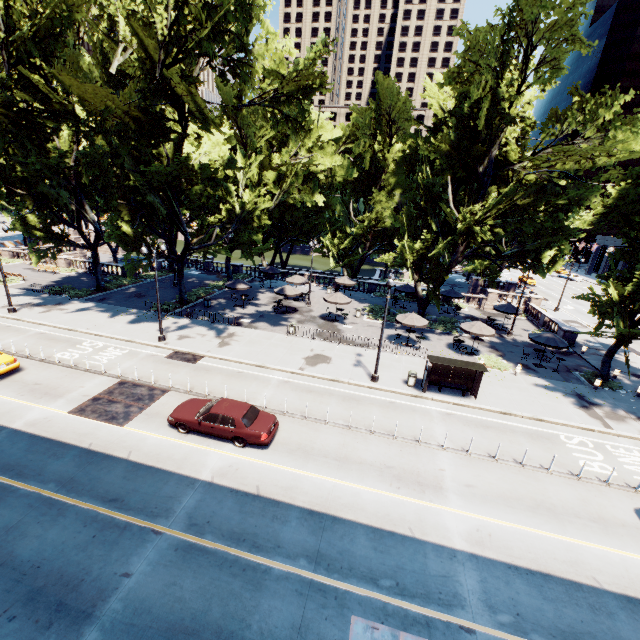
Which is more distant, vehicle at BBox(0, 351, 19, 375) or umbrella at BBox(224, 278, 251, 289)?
umbrella at BBox(224, 278, 251, 289)

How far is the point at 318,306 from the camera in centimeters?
3694cm

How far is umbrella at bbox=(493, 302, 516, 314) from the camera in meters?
32.6 m

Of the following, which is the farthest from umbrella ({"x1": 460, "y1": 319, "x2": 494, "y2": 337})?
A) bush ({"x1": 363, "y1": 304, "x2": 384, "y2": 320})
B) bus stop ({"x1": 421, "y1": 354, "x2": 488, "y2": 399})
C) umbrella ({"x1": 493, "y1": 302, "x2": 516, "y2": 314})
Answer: umbrella ({"x1": 493, "y1": 302, "x2": 516, "y2": 314})

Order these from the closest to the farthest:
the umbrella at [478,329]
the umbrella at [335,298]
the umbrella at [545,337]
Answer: the umbrella at [545,337] < the umbrella at [478,329] < the umbrella at [335,298]

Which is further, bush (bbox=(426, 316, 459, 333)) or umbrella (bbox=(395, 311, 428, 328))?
bush (bbox=(426, 316, 459, 333))

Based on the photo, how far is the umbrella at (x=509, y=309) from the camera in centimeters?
3262cm

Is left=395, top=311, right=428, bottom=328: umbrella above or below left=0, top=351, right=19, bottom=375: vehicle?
above
